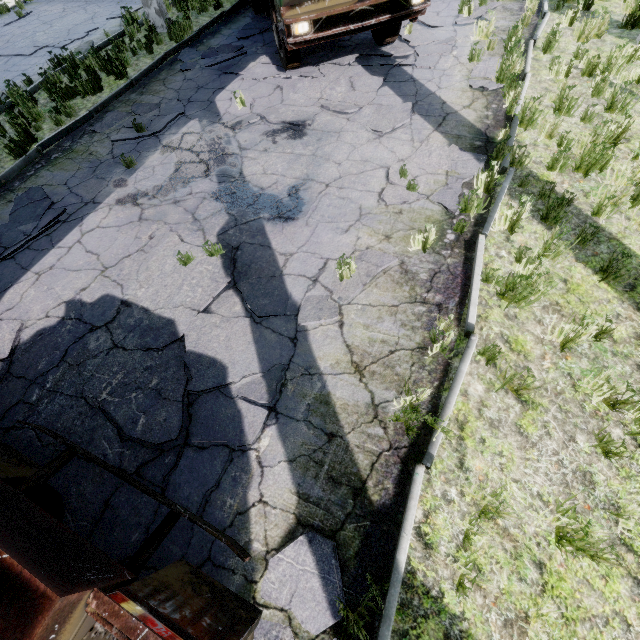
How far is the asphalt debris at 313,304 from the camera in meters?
3.9 m

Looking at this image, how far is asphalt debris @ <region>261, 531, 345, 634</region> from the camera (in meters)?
2.52

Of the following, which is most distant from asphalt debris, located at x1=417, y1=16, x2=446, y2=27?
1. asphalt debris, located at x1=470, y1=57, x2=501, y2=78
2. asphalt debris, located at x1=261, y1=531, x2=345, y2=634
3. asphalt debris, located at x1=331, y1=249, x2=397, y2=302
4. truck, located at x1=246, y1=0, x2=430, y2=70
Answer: asphalt debris, located at x1=261, y1=531, x2=345, y2=634

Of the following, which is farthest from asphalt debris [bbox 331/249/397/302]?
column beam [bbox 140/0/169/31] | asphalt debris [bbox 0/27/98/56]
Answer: asphalt debris [bbox 0/27/98/56]

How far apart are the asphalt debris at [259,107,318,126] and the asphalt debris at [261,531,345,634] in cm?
657

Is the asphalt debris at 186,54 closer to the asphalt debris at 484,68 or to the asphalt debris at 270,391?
the asphalt debris at 484,68

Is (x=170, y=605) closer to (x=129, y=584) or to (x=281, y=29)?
(x=129, y=584)

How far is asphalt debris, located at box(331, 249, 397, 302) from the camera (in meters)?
4.10
